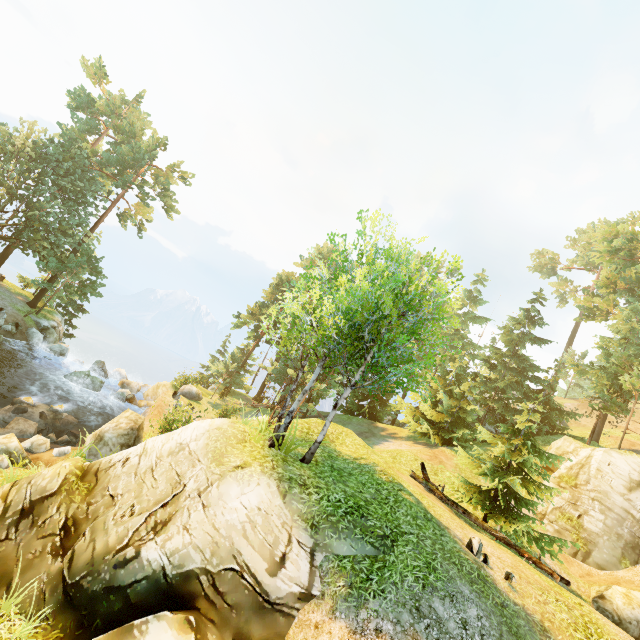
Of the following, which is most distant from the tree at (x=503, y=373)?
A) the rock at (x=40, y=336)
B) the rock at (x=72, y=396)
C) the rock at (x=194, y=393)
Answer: the rock at (x=72, y=396)

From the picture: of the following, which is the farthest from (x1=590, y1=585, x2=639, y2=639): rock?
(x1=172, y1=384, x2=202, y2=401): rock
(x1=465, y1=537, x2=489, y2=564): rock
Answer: (x1=172, y1=384, x2=202, y2=401): rock

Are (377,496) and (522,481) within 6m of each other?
no

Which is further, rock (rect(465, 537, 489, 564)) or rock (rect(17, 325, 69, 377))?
rock (rect(17, 325, 69, 377))

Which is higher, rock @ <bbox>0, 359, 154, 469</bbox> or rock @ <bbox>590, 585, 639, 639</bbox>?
rock @ <bbox>590, 585, 639, 639</bbox>

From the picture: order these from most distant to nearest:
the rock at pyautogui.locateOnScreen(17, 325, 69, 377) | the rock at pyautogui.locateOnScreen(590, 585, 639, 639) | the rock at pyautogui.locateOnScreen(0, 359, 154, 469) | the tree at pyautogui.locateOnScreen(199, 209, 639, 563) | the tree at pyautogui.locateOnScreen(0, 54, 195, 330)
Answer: the tree at pyautogui.locateOnScreen(0, 54, 195, 330) < the rock at pyautogui.locateOnScreen(17, 325, 69, 377) < the rock at pyautogui.locateOnScreen(0, 359, 154, 469) < the rock at pyautogui.locateOnScreen(590, 585, 639, 639) < the tree at pyautogui.locateOnScreen(199, 209, 639, 563)

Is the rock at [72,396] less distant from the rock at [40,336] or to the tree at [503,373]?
the rock at [40,336]

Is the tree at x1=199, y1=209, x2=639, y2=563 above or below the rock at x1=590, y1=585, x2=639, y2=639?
above
